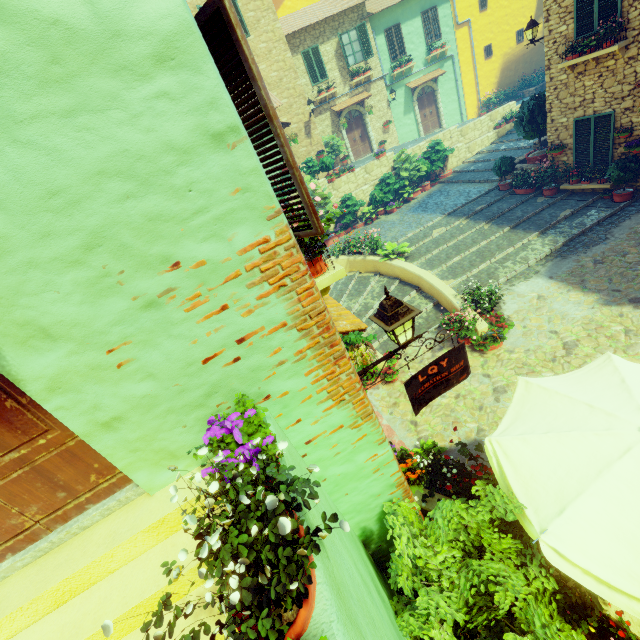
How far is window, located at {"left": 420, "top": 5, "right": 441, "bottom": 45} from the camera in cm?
1916

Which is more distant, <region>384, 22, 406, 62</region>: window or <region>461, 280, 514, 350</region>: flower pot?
<region>384, 22, 406, 62</region>: window

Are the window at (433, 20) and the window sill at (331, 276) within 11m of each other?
no

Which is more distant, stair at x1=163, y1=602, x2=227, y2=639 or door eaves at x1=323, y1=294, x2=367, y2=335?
door eaves at x1=323, y1=294, x2=367, y2=335

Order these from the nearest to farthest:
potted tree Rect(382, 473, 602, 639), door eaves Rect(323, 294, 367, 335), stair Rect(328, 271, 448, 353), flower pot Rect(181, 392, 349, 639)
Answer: flower pot Rect(181, 392, 349, 639) < potted tree Rect(382, 473, 602, 639) < door eaves Rect(323, 294, 367, 335) < stair Rect(328, 271, 448, 353)

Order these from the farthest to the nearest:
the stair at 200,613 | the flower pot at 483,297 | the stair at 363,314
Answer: the stair at 363,314
the flower pot at 483,297
the stair at 200,613

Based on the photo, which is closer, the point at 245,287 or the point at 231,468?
the point at 231,468

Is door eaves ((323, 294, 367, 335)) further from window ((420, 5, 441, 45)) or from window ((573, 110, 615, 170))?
window ((420, 5, 441, 45))
